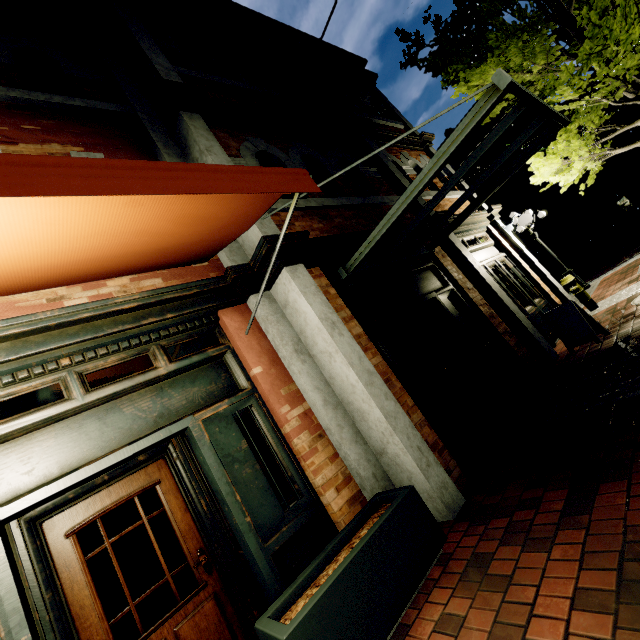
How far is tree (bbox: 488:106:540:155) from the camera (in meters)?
19.56

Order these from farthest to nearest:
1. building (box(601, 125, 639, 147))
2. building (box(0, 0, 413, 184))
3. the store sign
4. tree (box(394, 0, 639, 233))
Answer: building (box(601, 125, 639, 147))
tree (box(394, 0, 639, 233))
the store sign
building (box(0, 0, 413, 184))

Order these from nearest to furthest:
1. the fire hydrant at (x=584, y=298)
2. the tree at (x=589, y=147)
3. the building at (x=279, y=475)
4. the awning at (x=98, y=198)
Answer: the awning at (x=98, y=198)
the building at (x=279, y=475)
the tree at (x=589, y=147)
the fire hydrant at (x=584, y=298)

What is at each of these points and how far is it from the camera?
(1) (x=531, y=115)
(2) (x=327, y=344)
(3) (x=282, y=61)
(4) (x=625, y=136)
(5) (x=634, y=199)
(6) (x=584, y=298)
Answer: (1) tree, 20.8 meters
(2) building, 3.6 meters
(3) building, 7.6 meters
(4) building, 20.6 meters
(5) building, 20.8 meters
(6) fire hydrant, 7.4 meters

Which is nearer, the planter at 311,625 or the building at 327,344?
the planter at 311,625

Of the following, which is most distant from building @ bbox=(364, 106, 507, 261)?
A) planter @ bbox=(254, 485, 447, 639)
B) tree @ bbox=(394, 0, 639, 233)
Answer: planter @ bbox=(254, 485, 447, 639)

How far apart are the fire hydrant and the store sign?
2.5m

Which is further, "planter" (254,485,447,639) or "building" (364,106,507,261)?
"building" (364,106,507,261)
